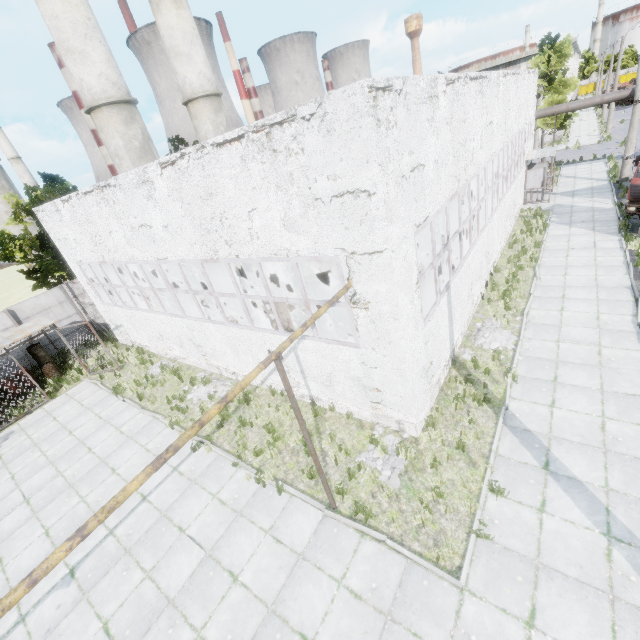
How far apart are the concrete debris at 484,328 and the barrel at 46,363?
20.3 meters

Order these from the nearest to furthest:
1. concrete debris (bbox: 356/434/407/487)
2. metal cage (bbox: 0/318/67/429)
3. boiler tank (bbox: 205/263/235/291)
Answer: concrete debris (bbox: 356/434/407/487) < metal cage (bbox: 0/318/67/429) < boiler tank (bbox: 205/263/235/291)

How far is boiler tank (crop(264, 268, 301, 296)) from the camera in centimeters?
1551cm

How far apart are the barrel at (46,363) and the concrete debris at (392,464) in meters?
17.3

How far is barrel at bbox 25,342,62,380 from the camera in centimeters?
1638cm

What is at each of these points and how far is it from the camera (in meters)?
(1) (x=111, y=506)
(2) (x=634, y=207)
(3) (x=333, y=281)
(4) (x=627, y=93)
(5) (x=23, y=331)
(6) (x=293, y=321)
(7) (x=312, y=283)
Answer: (1) pipe, 3.49
(2) truck, 14.77
(3) boiler tank, 16.12
(4) pipe, 20.98
(5) metal cage, 15.21
(6) boiler group, 9.15
(7) boiler tank, 14.93

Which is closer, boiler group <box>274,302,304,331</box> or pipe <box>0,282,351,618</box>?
pipe <box>0,282,351,618</box>

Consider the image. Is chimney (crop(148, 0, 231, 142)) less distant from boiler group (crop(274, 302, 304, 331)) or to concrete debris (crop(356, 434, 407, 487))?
boiler group (crop(274, 302, 304, 331))
